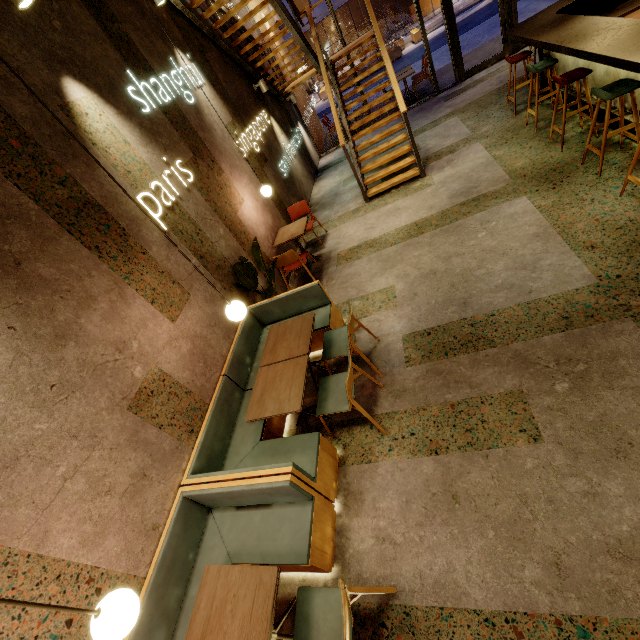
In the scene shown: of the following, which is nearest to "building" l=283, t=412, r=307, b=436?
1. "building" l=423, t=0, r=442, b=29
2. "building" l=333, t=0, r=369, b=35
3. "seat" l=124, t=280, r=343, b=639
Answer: "seat" l=124, t=280, r=343, b=639

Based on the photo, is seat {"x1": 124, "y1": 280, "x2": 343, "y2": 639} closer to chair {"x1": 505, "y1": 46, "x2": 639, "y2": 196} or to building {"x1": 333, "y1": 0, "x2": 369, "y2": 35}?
chair {"x1": 505, "y1": 46, "x2": 639, "y2": 196}

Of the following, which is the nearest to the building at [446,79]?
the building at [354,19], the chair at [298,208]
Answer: the chair at [298,208]

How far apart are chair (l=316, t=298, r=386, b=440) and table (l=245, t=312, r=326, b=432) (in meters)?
0.32

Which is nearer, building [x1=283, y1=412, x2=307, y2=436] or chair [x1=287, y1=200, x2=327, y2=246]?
building [x1=283, y1=412, x2=307, y2=436]

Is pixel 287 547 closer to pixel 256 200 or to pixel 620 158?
pixel 256 200

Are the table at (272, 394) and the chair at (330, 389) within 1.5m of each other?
yes

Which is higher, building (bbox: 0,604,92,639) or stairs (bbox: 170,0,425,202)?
stairs (bbox: 170,0,425,202)
